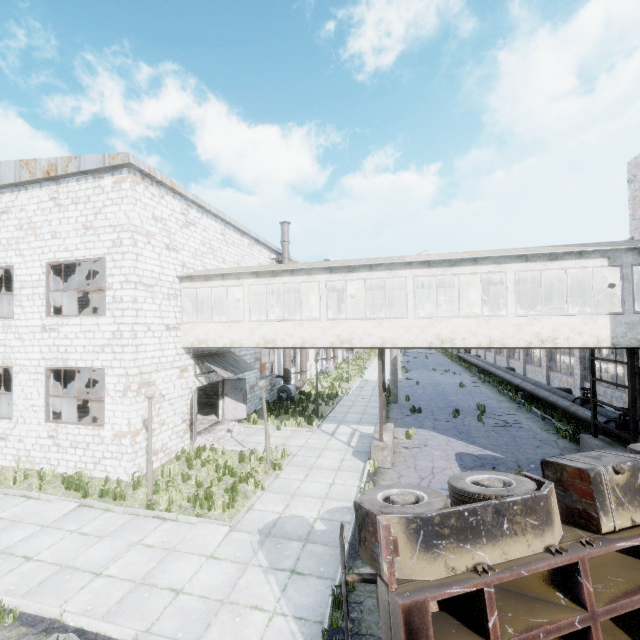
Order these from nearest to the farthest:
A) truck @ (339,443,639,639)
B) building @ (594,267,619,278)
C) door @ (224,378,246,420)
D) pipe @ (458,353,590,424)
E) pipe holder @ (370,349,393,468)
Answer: truck @ (339,443,639,639) → pipe holder @ (370,349,393,468) → building @ (594,267,619,278) → pipe @ (458,353,590,424) → door @ (224,378,246,420)

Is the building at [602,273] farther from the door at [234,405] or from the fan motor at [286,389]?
the fan motor at [286,389]

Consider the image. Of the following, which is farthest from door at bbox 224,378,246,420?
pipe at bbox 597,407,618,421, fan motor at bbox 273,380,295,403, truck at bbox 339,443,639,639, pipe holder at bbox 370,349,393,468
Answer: pipe at bbox 597,407,618,421

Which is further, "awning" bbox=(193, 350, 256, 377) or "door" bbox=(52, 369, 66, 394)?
"door" bbox=(52, 369, 66, 394)

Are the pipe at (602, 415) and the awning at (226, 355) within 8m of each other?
no

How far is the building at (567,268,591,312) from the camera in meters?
13.0 m

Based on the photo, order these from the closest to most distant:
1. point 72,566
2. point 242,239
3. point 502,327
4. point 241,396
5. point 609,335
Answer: point 72,566
point 609,335
point 502,327
point 241,396
point 242,239

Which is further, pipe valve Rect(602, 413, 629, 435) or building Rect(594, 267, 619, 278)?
building Rect(594, 267, 619, 278)
